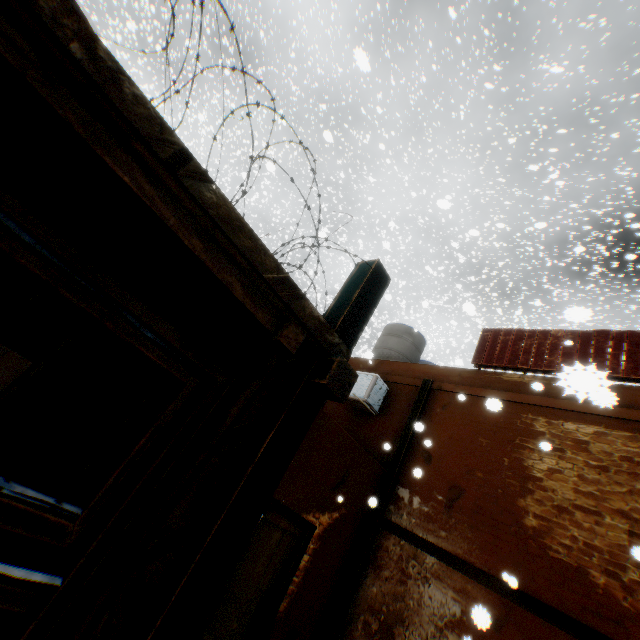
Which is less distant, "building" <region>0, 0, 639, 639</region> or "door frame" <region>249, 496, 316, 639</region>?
"building" <region>0, 0, 639, 639</region>

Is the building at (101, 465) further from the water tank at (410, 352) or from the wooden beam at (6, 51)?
the water tank at (410, 352)

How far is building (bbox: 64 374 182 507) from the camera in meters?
2.2

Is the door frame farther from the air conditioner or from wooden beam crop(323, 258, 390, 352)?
the air conditioner

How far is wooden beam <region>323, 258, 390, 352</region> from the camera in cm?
247

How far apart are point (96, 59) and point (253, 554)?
5.89m

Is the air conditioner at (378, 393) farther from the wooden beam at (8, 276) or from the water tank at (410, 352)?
the water tank at (410, 352)

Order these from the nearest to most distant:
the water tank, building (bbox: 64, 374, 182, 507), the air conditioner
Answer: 1. building (bbox: 64, 374, 182, 507)
2. the air conditioner
3. the water tank
